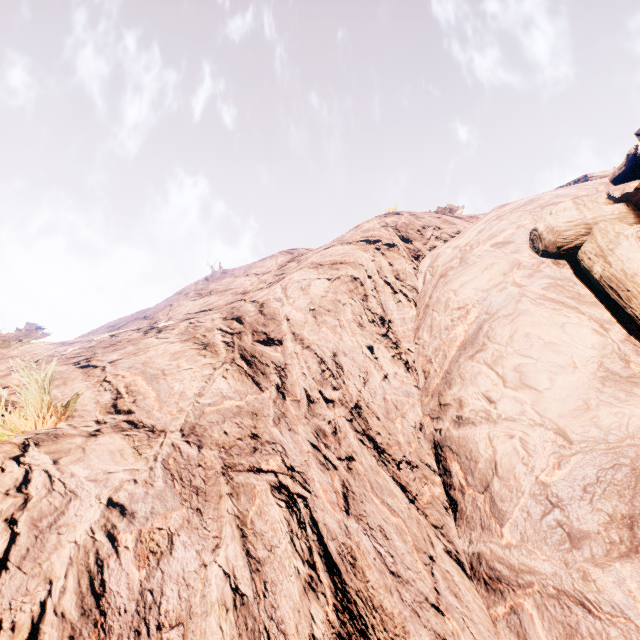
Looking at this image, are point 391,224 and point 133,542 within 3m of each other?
no
